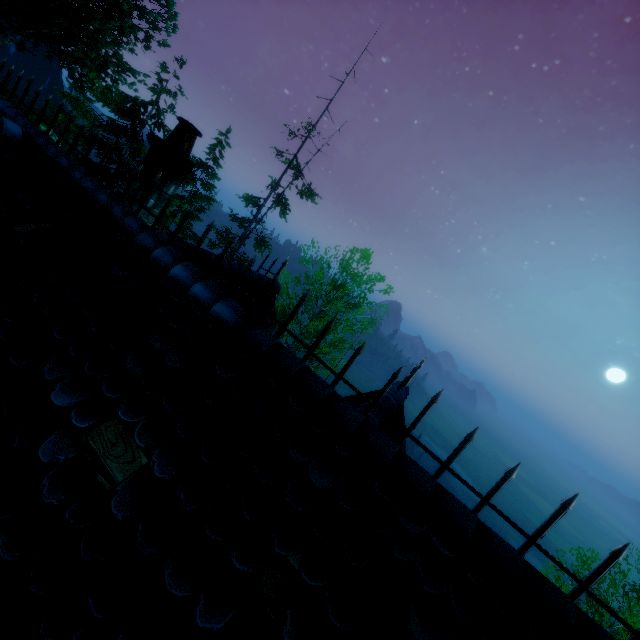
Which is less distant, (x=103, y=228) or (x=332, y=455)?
(x=332, y=455)

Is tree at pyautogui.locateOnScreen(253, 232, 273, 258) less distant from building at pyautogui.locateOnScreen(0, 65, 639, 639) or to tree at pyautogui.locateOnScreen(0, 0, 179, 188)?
building at pyautogui.locateOnScreen(0, 65, 639, 639)

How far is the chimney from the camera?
5.4m

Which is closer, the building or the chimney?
the building

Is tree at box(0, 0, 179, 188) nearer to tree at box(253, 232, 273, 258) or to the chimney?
tree at box(253, 232, 273, 258)

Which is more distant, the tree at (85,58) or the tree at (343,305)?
the tree at (343,305)

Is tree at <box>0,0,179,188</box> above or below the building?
above

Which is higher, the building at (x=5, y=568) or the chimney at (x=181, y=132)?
the chimney at (x=181, y=132)
